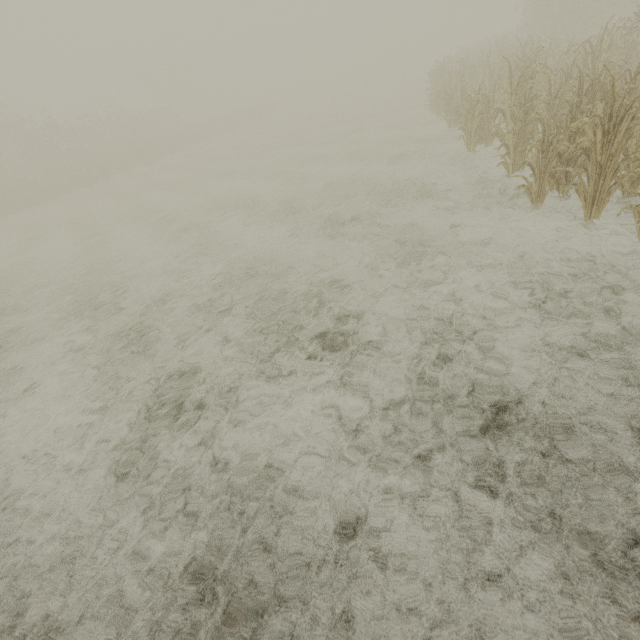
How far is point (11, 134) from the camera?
29.2 meters
